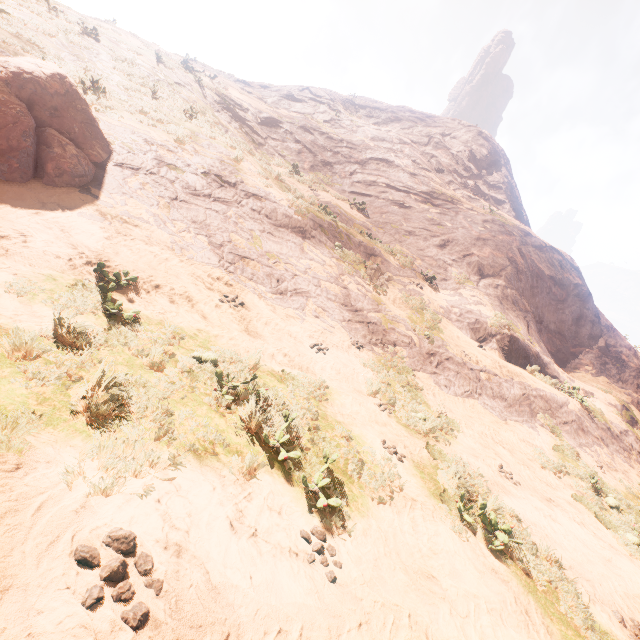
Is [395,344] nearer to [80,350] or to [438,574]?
[438,574]

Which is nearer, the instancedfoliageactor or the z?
the z

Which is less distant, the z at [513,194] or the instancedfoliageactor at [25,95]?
the z at [513,194]
